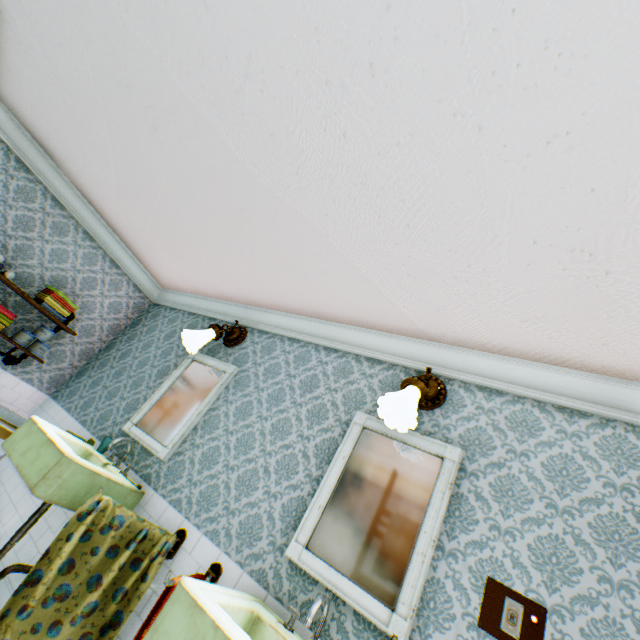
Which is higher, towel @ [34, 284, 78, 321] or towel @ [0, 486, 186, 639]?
towel @ [34, 284, 78, 321]

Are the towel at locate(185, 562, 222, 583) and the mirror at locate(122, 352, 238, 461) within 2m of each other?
yes

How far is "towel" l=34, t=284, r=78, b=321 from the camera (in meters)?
3.66

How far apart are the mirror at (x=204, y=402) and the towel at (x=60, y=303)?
1.54m

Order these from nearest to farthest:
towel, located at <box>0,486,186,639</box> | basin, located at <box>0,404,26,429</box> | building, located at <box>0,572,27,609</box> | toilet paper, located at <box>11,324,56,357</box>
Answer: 1. towel, located at <box>0,486,186,639</box>
2. building, located at <box>0,572,27,609</box>
3. basin, located at <box>0,404,26,429</box>
4. toilet paper, located at <box>11,324,56,357</box>

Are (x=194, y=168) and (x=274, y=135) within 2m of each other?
yes

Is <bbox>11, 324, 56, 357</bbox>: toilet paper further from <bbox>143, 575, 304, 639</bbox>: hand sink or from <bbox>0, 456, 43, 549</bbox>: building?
<bbox>143, 575, 304, 639</bbox>: hand sink

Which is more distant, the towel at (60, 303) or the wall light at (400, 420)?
the towel at (60, 303)
